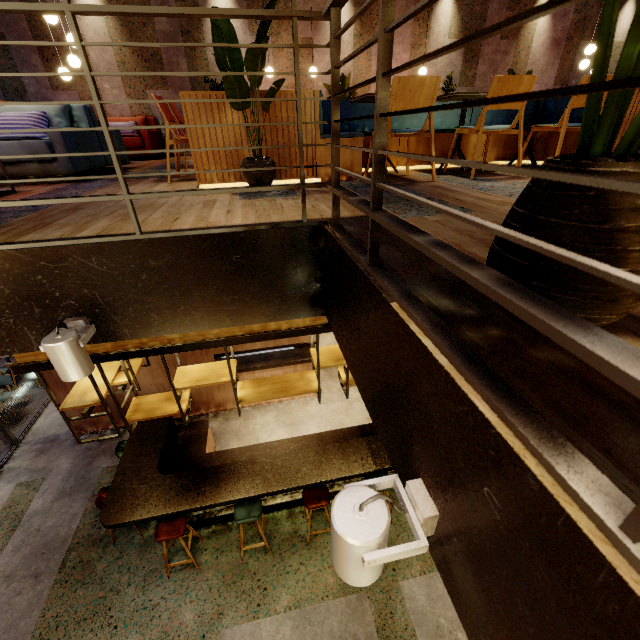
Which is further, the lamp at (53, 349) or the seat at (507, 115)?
the seat at (507, 115)

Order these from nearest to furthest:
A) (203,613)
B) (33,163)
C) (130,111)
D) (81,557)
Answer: (33,163) < (203,613) < (81,557) < (130,111)

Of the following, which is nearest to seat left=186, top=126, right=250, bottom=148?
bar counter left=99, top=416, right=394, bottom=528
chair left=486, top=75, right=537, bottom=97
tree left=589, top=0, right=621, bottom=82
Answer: chair left=486, top=75, right=537, bottom=97

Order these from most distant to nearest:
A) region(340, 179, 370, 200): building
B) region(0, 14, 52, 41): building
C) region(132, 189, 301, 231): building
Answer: region(0, 14, 52, 41): building, region(340, 179, 370, 200): building, region(132, 189, 301, 231): building

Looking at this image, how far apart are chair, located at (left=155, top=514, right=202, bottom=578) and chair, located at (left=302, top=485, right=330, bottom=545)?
1.6m

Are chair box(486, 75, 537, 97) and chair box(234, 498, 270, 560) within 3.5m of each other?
no

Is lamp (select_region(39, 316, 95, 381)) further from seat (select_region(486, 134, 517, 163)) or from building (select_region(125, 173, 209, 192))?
seat (select_region(486, 134, 517, 163))

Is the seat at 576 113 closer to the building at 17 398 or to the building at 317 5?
the building at 317 5
